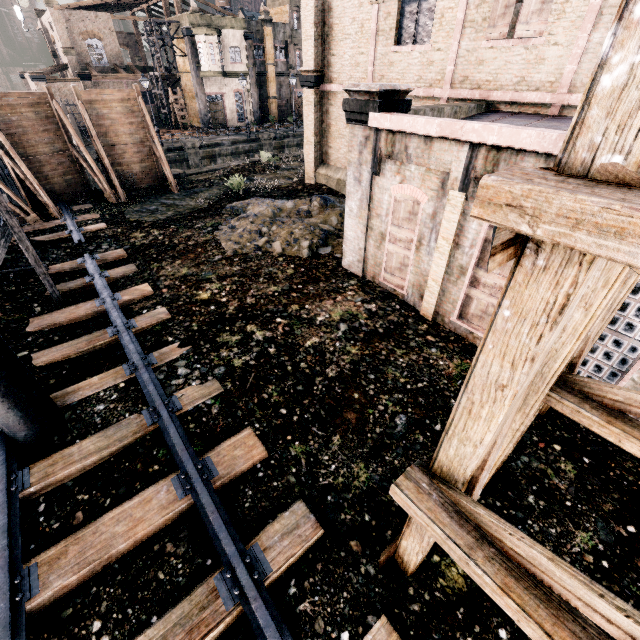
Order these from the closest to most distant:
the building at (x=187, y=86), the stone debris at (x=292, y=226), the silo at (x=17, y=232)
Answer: the silo at (x=17, y=232)
the stone debris at (x=292, y=226)
the building at (x=187, y=86)

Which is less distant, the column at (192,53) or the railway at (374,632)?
the railway at (374,632)

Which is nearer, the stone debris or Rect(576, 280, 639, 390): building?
Rect(576, 280, 639, 390): building

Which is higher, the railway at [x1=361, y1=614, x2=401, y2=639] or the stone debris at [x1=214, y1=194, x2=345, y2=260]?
the stone debris at [x1=214, y1=194, x2=345, y2=260]

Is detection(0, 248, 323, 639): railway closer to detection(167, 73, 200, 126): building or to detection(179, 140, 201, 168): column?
detection(179, 140, 201, 168): column

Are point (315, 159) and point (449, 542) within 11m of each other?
no

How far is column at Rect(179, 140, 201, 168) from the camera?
Result: 31.7 meters

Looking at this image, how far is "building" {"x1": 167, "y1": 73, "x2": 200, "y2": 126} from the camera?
40.3 meters
